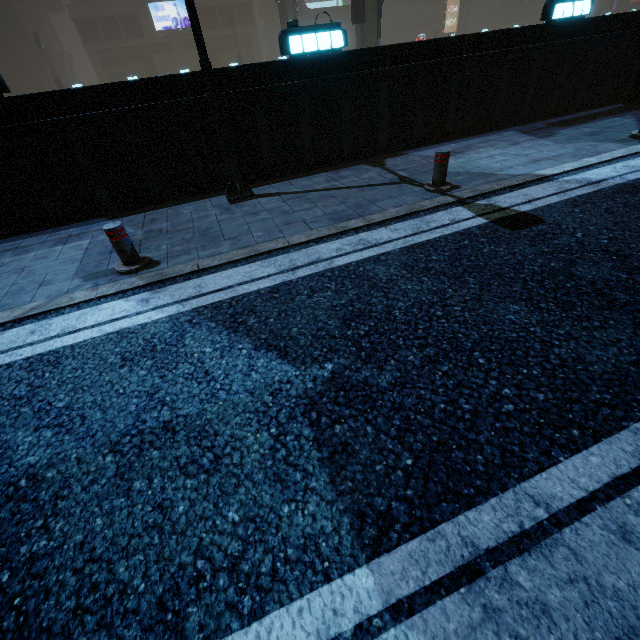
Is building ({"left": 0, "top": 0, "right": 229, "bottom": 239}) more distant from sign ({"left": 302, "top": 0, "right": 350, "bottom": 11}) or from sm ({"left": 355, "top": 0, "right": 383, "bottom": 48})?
sm ({"left": 355, "top": 0, "right": 383, "bottom": 48})

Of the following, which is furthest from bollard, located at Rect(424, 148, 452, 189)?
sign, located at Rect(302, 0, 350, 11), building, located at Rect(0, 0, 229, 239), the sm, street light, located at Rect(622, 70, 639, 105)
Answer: sign, located at Rect(302, 0, 350, 11)

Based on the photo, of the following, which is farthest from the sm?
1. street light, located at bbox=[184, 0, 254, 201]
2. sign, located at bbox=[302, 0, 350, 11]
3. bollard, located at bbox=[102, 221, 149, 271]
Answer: sign, located at bbox=[302, 0, 350, 11]

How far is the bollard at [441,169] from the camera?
5.14m

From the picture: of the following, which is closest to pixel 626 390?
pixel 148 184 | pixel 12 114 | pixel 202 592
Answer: pixel 202 592

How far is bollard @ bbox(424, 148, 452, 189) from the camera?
5.1m

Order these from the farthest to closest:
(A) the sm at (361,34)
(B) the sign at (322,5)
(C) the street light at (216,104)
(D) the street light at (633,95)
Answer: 1. (B) the sign at (322,5)
2. (A) the sm at (361,34)
3. (D) the street light at (633,95)
4. (C) the street light at (216,104)

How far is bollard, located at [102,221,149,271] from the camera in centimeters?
407cm
